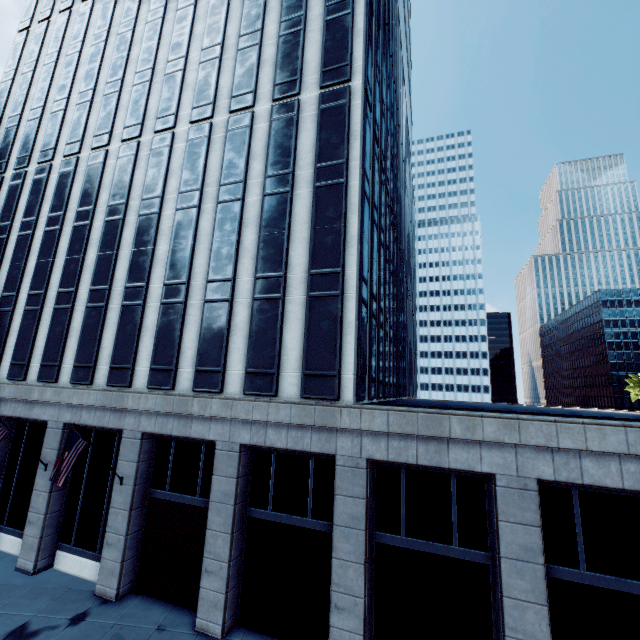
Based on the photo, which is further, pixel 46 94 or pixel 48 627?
pixel 46 94

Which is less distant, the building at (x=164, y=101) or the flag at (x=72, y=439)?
the building at (x=164, y=101)

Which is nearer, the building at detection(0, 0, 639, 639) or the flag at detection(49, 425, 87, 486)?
the building at detection(0, 0, 639, 639)

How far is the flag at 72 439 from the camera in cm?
1385

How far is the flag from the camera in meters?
13.8 m
